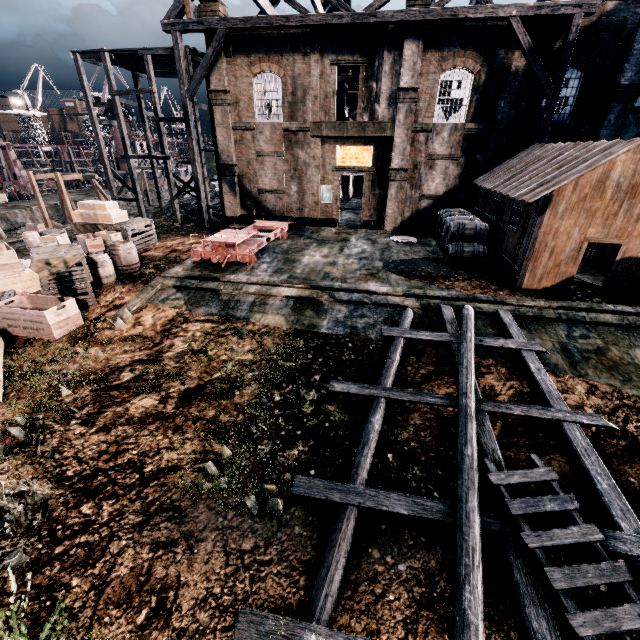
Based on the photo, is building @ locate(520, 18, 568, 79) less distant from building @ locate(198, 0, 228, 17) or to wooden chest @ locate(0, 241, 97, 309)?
wooden chest @ locate(0, 241, 97, 309)

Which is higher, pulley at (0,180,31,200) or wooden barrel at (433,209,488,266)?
wooden barrel at (433,209,488,266)

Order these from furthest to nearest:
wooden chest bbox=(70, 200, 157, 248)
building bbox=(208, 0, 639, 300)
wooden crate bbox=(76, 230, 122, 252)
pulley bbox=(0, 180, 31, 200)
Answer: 1. pulley bbox=(0, 180, 31, 200)
2. wooden chest bbox=(70, 200, 157, 248)
3. wooden crate bbox=(76, 230, 122, 252)
4. building bbox=(208, 0, 639, 300)

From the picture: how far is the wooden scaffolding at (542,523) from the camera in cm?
547

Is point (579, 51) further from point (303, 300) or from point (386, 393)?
point (386, 393)

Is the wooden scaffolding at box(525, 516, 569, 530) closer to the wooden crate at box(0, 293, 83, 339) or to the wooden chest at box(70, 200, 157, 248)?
the wooden crate at box(0, 293, 83, 339)

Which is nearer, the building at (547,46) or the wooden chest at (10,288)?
the wooden chest at (10,288)

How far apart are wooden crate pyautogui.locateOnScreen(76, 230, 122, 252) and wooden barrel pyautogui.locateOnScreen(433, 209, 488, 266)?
16.9m
